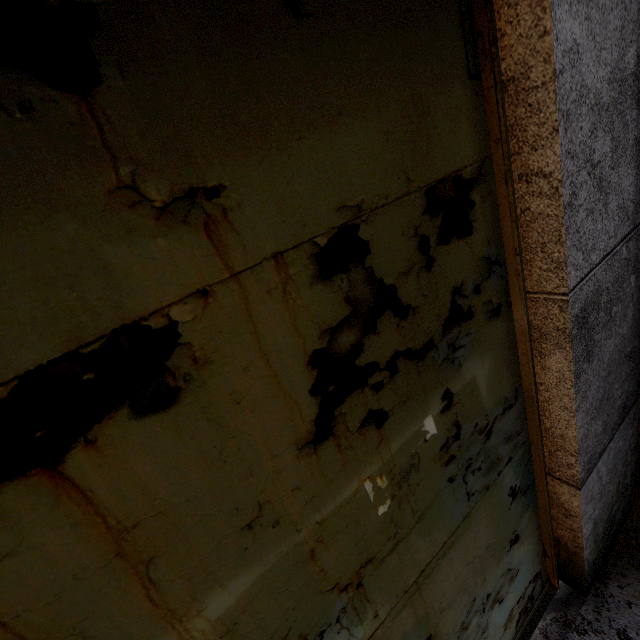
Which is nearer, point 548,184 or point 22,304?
point 22,304

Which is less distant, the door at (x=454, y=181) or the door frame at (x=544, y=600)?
the door at (x=454, y=181)

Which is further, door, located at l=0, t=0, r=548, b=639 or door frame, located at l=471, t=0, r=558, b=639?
door frame, located at l=471, t=0, r=558, b=639
